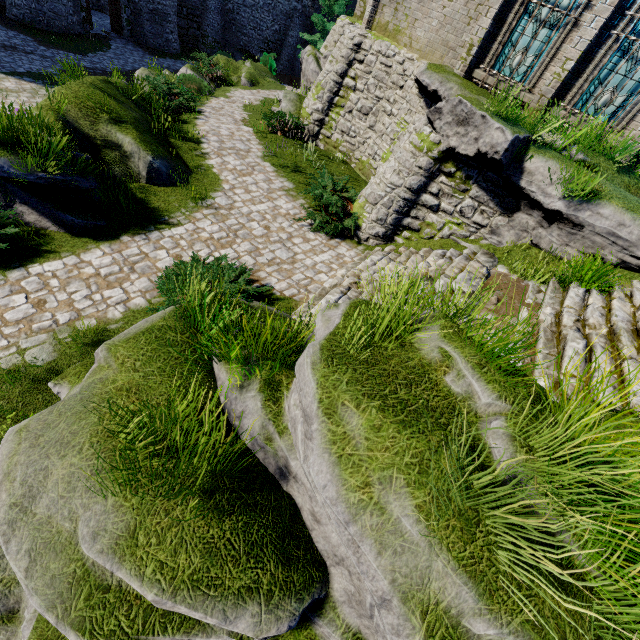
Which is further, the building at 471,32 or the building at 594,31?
the building at 471,32

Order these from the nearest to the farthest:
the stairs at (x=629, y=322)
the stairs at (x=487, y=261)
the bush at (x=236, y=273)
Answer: the stairs at (x=629, y=322)
the bush at (x=236, y=273)
the stairs at (x=487, y=261)

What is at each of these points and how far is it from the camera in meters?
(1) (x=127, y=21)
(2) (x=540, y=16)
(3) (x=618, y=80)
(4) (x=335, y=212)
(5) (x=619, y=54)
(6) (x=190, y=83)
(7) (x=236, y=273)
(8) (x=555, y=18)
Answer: (1) building, 27.2 m
(2) window glass, 10.0 m
(3) window glass, 9.4 m
(4) bush, 10.0 m
(5) window glass, 9.2 m
(6) bush, 17.6 m
(7) bush, 6.9 m
(8) window glass, 9.8 m

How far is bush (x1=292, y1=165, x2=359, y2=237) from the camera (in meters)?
9.73

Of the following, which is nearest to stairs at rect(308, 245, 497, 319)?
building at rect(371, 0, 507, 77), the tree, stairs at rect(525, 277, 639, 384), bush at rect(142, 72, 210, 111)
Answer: stairs at rect(525, 277, 639, 384)

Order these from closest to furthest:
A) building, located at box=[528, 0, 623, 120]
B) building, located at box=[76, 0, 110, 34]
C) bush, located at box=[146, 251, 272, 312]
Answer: bush, located at box=[146, 251, 272, 312] → building, located at box=[528, 0, 623, 120] → building, located at box=[76, 0, 110, 34]

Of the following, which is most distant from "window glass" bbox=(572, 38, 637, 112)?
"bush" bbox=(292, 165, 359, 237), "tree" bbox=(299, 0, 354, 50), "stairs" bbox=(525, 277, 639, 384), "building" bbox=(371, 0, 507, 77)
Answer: "tree" bbox=(299, 0, 354, 50)

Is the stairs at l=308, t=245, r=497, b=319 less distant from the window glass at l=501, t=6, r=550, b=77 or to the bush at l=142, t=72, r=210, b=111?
the window glass at l=501, t=6, r=550, b=77
